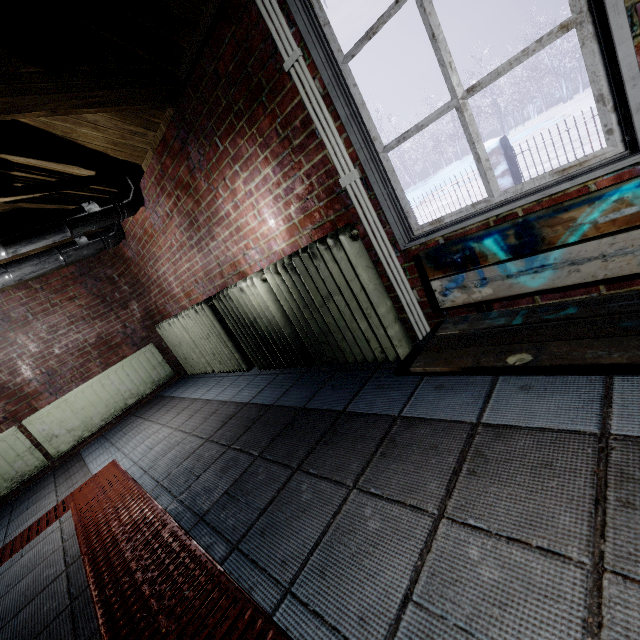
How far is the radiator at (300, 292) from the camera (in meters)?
1.76

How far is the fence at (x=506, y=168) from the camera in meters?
4.6

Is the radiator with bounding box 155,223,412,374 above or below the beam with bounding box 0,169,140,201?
below

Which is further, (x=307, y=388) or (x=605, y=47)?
(x=307, y=388)

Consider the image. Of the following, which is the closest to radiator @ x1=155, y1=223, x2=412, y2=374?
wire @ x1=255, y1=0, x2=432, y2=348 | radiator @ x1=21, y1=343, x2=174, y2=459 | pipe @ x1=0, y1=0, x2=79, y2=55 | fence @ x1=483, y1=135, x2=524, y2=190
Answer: wire @ x1=255, y1=0, x2=432, y2=348

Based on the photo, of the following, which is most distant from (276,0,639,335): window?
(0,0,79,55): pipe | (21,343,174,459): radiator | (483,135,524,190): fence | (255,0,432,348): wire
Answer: (483,135,524,190): fence

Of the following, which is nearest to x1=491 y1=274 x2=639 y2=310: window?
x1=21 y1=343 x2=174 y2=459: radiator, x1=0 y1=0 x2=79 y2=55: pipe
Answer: x1=0 y1=0 x2=79 y2=55: pipe

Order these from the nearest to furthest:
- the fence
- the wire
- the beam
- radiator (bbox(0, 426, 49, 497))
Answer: the wire
the beam
radiator (bbox(0, 426, 49, 497))
the fence
